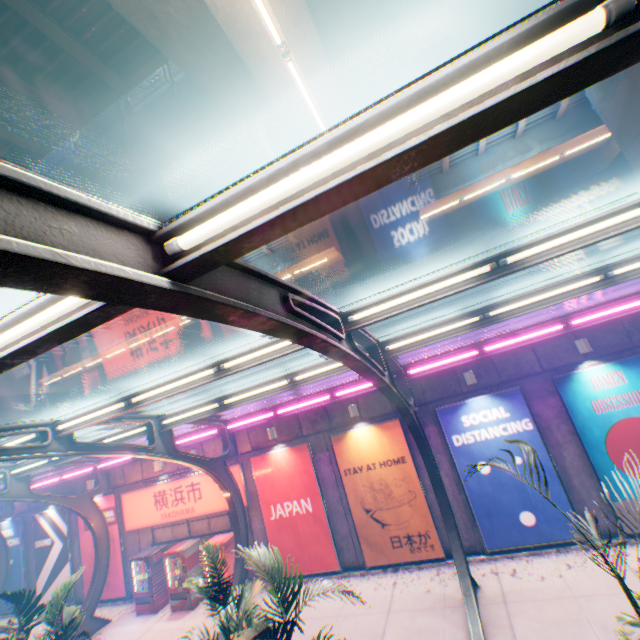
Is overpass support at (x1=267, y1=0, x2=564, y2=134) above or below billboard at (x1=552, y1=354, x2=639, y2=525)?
above

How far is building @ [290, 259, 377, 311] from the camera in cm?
3391

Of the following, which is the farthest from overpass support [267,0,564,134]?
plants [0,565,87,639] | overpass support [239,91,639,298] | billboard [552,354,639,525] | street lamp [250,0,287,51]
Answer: plants [0,565,87,639]

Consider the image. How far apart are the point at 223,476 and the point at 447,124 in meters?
12.7

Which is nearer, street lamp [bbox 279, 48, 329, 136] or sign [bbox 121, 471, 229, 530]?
street lamp [bbox 279, 48, 329, 136]

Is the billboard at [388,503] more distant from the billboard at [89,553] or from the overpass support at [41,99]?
the billboard at [89,553]

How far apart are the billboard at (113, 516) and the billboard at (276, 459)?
7.6m
